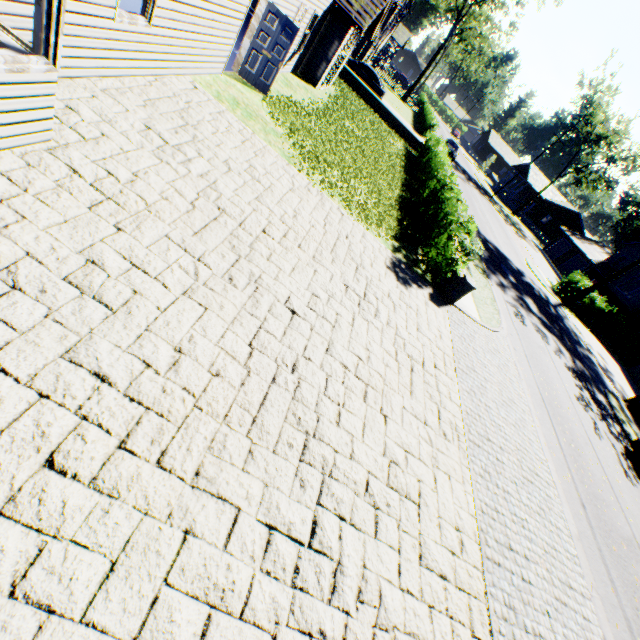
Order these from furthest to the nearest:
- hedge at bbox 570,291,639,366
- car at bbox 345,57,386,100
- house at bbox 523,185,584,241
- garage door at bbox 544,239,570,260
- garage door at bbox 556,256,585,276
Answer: house at bbox 523,185,584,241 → garage door at bbox 544,239,570,260 → garage door at bbox 556,256,585,276 → hedge at bbox 570,291,639,366 → car at bbox 345,57,386,100

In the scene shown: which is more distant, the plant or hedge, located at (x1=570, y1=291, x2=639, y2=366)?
the plant

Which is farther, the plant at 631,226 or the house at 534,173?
the plant at 631,226

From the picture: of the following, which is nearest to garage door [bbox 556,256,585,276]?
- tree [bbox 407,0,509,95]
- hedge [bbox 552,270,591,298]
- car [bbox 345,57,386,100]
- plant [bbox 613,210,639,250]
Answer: hedge [bbox 552,270,591,298]

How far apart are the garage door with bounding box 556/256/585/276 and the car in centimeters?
3273cm

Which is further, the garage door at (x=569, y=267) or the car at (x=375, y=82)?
the garage door at (x=569, y=267)

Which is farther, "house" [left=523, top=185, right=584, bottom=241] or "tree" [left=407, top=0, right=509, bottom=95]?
"house" [left=523, top=185, right=584, bottom=241]

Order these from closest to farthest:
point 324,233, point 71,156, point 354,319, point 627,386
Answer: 1. point 71,156
2. point 354,319
3. point 324,233
4. point 627,386
